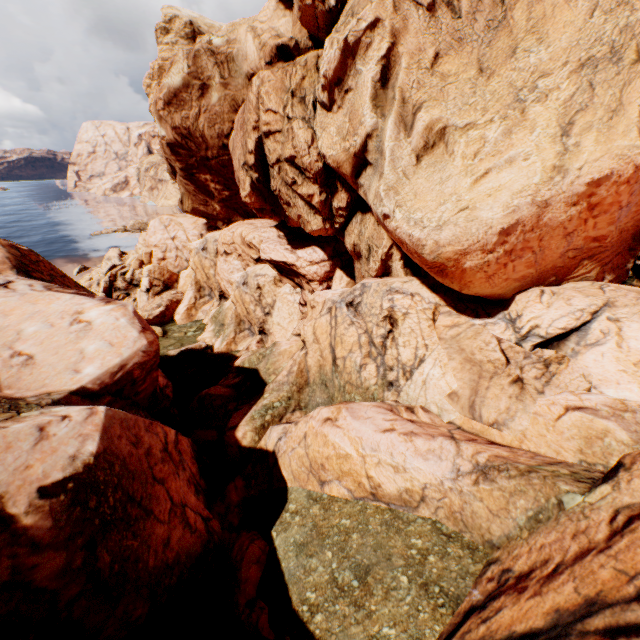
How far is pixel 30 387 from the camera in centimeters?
1016cm
